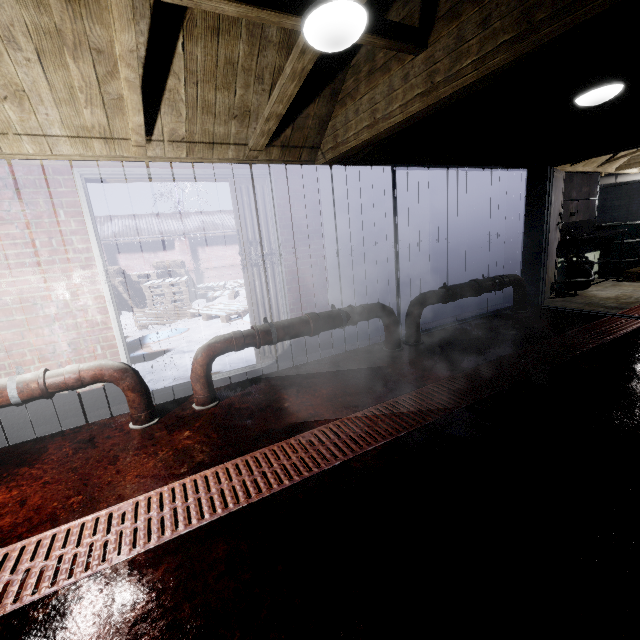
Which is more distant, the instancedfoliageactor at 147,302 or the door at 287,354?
the instancedfoliageactor at 147,302

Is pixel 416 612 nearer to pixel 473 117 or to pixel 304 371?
pixel 304 371

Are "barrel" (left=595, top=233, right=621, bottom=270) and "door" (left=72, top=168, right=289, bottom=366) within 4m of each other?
no

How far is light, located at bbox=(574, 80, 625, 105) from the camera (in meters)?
2.67

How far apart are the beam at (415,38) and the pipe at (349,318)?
1.5m

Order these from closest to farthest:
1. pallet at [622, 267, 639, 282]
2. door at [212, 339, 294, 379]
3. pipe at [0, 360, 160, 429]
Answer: pipe at [0, 360, 160, 429]
door at [212, 339, 294, 379]
pallet at [622, 267, 639, 282]

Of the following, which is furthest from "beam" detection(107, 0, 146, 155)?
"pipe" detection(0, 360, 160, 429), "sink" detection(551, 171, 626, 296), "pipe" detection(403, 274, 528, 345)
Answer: "sink" detection(551, 171, 626, 296)

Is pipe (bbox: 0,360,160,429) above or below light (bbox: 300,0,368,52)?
below
